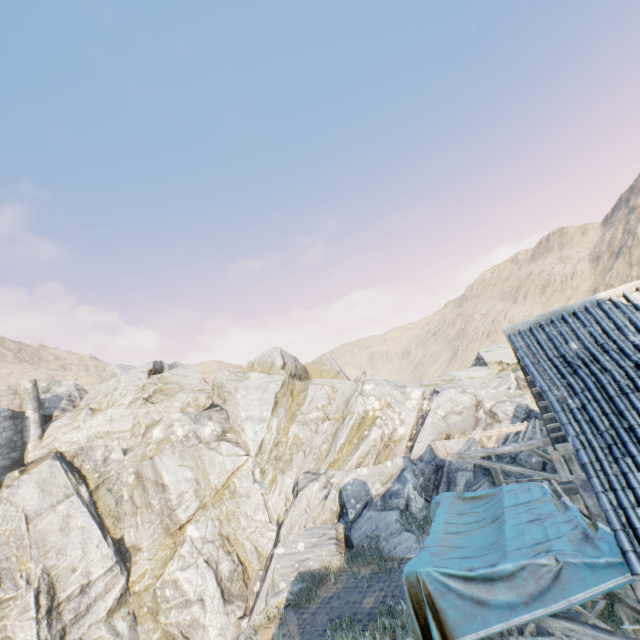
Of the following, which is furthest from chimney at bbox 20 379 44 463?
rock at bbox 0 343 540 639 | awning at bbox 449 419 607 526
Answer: awning at bbox 449 419 607 526

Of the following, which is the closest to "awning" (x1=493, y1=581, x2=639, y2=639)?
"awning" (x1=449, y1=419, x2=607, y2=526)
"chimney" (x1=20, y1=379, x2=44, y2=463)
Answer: "awning" (x1=449, y1=419, x2=607, y2=526)

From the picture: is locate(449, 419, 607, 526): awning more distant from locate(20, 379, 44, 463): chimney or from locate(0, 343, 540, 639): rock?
locate(20, 379, 44, 463): chimney

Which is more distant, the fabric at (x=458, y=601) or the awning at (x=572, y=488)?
the awning at (x=572, y=488)

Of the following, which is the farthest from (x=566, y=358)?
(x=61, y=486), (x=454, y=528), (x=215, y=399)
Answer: (x=61, y=486)

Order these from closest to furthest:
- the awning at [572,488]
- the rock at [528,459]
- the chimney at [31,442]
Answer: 1. the awning at [572,488]
2. the rock at [528,459]
3. the chimney at [31,442]

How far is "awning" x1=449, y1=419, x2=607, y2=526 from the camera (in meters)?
6.40

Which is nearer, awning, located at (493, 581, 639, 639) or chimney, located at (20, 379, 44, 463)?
awning, located at (493, 581, 639, 639)
